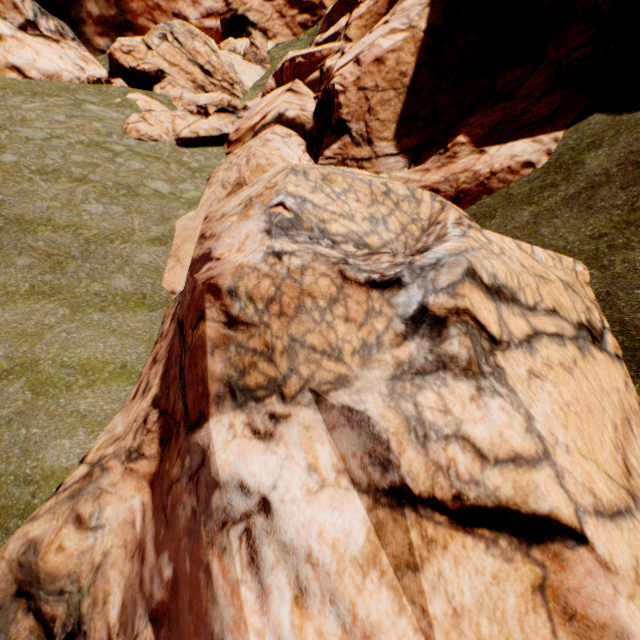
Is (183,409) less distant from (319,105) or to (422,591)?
(422,591)
